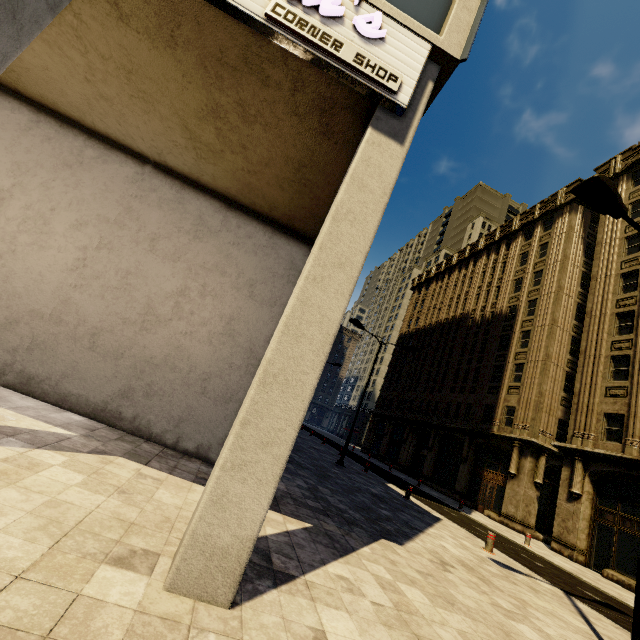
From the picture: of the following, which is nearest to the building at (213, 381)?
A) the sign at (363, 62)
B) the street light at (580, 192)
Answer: the sign at (363, 62)

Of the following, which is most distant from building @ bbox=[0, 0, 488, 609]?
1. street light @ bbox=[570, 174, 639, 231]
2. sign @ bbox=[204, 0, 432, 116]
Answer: street light @ bbox=[570, 174, 639, 231]

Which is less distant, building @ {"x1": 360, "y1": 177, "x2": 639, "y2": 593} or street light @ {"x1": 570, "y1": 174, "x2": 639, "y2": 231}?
street light @ {"x1": 570, "y1": 174, "x2": 639, "y2": 231}

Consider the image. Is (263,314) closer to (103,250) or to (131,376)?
(131,376)

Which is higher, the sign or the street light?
the street light

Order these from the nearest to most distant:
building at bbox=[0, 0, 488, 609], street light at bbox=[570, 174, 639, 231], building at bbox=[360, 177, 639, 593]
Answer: building at bbox=[0, 0, 488, 609]
street light at bbox=[570, 174, 639, 231]
building at bbox=[360, 177, 639, 593]

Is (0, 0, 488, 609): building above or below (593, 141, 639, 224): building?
below
